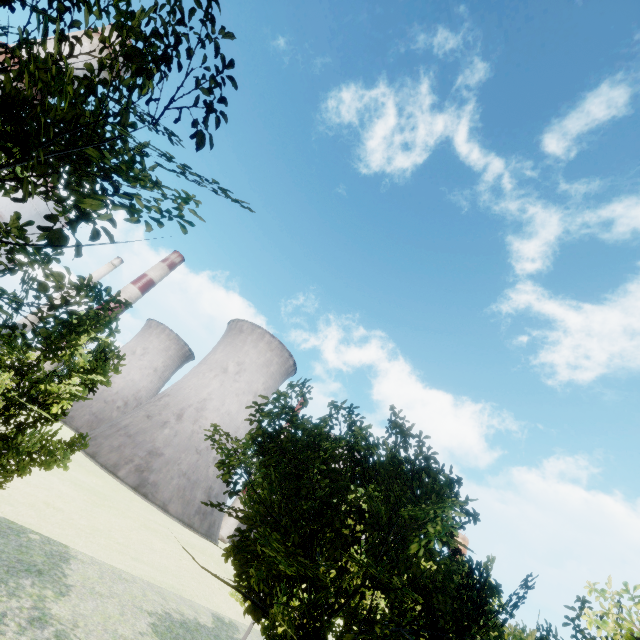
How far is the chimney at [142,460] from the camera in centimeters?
5644cm

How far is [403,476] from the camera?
9.00m

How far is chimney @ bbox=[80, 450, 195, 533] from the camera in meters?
56.4
